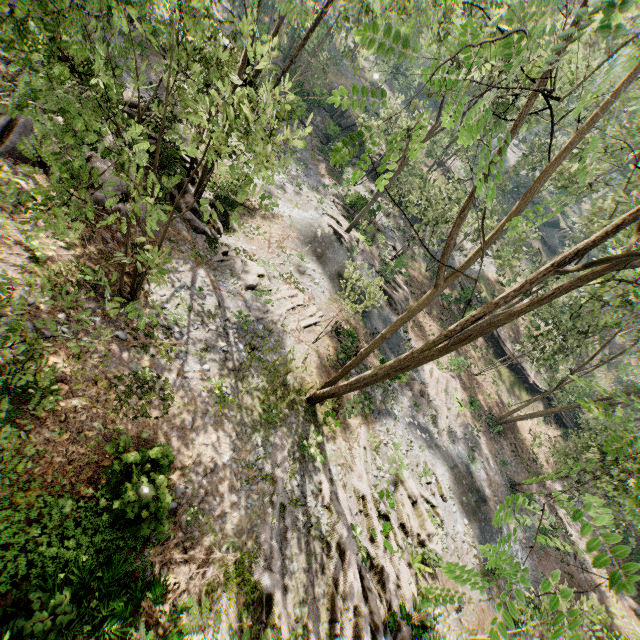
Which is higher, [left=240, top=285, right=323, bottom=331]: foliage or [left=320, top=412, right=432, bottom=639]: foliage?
[left=320, top=412, right=432, bottom=639]: foliage

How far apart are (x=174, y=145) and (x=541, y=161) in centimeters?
4146cm

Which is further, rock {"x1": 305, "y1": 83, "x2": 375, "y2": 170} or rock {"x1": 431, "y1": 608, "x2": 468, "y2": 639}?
rock {"x1": 305, "y1": 83, "x2": 375, "y2": 170}

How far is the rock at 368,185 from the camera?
38.1m

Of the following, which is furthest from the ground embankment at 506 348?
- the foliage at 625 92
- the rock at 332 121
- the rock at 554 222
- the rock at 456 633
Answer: the rock at 554 222

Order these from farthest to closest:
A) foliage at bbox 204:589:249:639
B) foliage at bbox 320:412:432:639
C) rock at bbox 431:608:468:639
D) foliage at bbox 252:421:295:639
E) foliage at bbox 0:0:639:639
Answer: rock at bbox 431:608:468:639 → foliage at bbox 320:412:432:639 → foliage at bbox 252:421:295:639 → foliage at bbox 0:0:639:639 → foliage at bbox 204:589:249:639

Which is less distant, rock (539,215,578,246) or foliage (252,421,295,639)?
foliage (252,421,295,639)

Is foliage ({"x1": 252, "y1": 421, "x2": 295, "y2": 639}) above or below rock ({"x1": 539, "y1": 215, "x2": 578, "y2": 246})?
below
